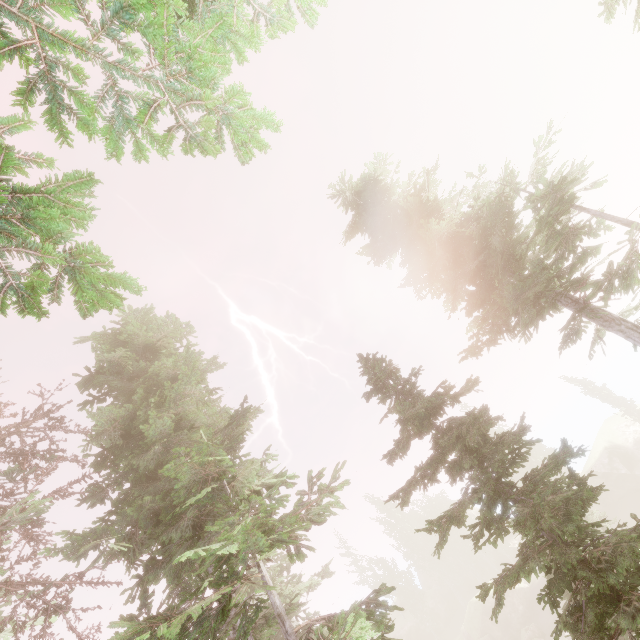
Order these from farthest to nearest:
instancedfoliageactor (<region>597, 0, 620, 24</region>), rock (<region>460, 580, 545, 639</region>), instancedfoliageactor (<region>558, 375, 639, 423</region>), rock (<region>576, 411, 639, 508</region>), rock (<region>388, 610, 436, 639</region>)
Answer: rock (<region>388, 610, 436, 639</region>) < instancedfoliageactor (<region>558, 375, 639, 423</region>) < rock (<region>576, 411, 639, 508</region>) < rock (<region>460, 580, 545, 639</region>) < instancedfoliageactor (<region>597, 0, 620, 24</region>)

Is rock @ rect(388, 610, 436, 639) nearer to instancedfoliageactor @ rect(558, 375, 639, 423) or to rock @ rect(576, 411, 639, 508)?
instancedfoliageactor @ rect(558, 375, 639, 423)

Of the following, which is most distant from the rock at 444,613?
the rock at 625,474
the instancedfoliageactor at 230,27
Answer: the rock at 625,474

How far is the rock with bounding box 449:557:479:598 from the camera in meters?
54.7 m

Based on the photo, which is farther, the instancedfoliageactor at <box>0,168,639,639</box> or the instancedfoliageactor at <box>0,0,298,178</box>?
the instancedfoliageactor at <box>0,168,639,639</box>

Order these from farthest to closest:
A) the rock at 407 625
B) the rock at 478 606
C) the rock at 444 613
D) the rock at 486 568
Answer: the rock at 486 568
the rock at 444 613
the rock at 407 625
the rock at 478 606

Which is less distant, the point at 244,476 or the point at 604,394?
the point at 244,476
